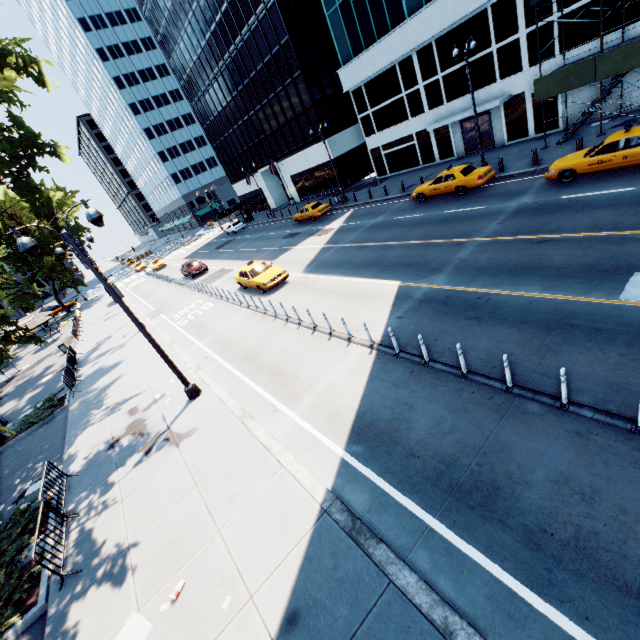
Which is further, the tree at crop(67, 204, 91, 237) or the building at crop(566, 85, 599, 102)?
the tree at crop(67, 204, 91, 237)

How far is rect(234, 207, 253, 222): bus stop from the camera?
50.97m

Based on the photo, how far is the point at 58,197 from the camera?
48.34m

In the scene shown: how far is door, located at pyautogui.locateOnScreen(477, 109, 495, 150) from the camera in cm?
2529

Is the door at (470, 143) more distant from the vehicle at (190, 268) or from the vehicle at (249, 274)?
the vehicle at (190, 268)

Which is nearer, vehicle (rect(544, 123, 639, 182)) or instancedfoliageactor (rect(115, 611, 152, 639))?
instancedfoliageactor (rect(115, 611, 152, 639))

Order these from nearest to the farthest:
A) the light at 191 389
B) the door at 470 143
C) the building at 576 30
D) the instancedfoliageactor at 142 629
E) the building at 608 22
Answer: the instancedfoliageactor at 142 629 → the light at 191 389 → the building at 608 22 → the building at 576 30 → the door at 470 143

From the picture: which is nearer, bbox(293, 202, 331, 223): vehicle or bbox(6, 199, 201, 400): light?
bbox(6, 199, 201, 400): light
